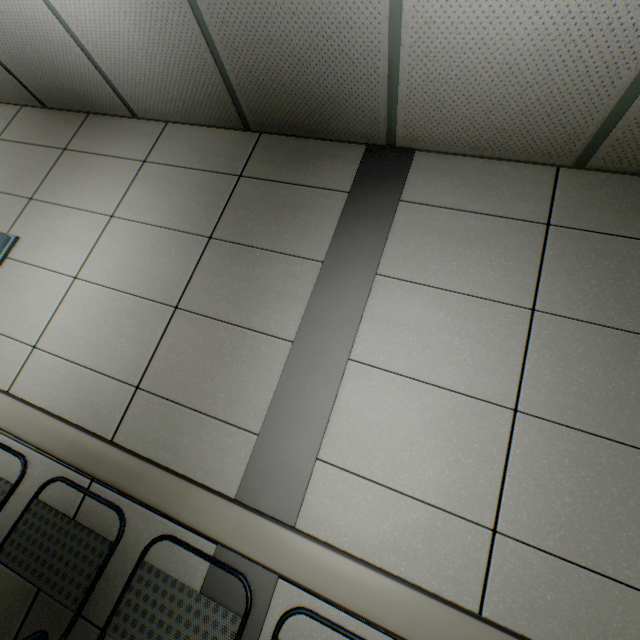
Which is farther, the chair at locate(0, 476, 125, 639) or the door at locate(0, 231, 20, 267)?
the door at locate(0, 231, 20, 267)

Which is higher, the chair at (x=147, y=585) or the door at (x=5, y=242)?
the door at (x=5, y=242)

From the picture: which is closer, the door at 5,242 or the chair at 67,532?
the chair at 67,532

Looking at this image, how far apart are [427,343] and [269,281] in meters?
0.9

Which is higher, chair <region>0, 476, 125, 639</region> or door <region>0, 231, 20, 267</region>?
door <region>0, 231, 20, 267</region>
